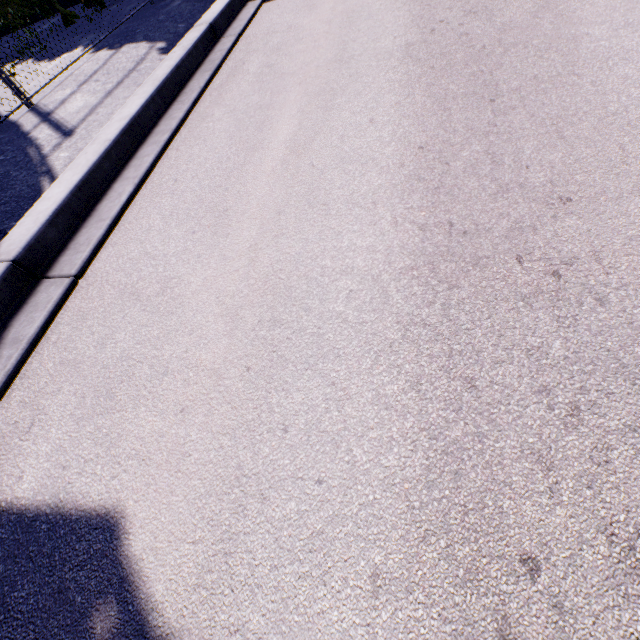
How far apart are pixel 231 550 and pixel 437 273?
1.7 meters
